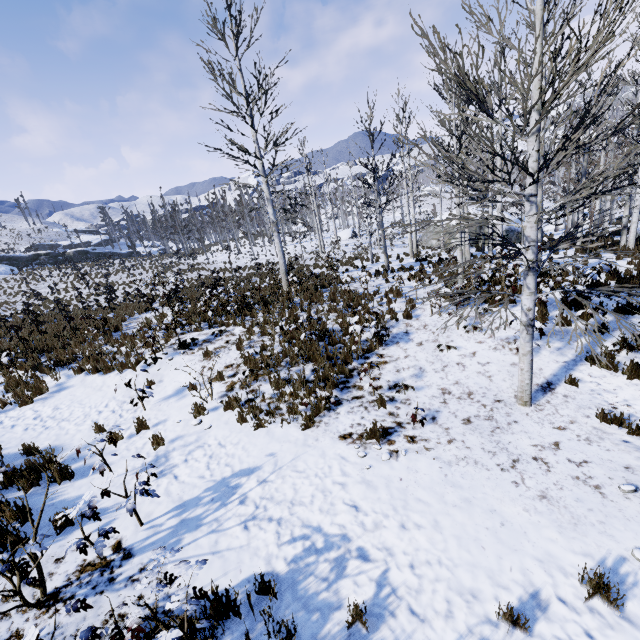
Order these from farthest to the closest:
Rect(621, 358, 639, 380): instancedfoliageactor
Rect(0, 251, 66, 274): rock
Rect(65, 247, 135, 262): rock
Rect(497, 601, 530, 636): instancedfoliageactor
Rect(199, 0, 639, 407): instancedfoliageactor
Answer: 1. Rect(65, 247, 135, 262): rock
2. Rect(0, 251, 66, 274): rock
3. Rect(621, 358, 639, 380): instancedfoliageactor
4. Rect(199, 0, 639, 407): instancedfoliageactor
5. Rect(497, 601, 530, 636): instancedfoliageactor

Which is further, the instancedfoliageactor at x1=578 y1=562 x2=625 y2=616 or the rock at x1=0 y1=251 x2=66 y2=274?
the rock at x1=0 y1=251 x2=66 y2=274

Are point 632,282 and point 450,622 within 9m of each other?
no

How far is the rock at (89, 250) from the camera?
45.91m

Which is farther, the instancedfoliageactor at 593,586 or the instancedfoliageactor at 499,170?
the instancedfoliageactor at 499,170

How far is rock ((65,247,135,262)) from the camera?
45.91m
